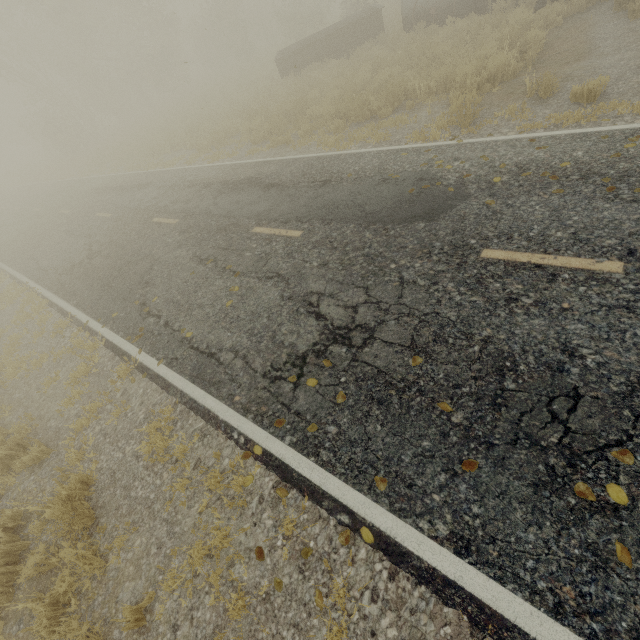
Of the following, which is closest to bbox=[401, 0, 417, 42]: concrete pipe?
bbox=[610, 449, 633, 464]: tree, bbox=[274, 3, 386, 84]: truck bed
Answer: bbox=[274, 3, 386, 84]: truck bed

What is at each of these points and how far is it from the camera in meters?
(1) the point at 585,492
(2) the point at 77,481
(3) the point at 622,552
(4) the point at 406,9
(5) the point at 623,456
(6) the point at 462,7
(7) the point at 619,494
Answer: (1) tree, 2.6 m
(2) tree, 4.6 m
(3) tree, 2.3 m
(4) concrete pipe, 14.5 m
(5) tree, 2.6 m
(6) concrete pipe, 13.7 m
(7) tree, 2.5 m

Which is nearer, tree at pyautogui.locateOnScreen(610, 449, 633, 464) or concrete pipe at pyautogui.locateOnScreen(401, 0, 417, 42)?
tree at pyautogui.locateOnScreen(610, 449, 633, 464)

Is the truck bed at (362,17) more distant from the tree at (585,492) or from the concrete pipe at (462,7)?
the tree at (585,492)

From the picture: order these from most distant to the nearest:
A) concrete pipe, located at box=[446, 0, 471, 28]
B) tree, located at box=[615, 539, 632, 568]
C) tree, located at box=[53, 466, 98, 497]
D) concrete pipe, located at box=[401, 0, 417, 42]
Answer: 1. concrete pipe, located at box=[401, 0, 417, 42]
2. concrete pipe, located at box=[446, 0, 471, 28]
3. tree, located at box=[53, 466, 98, 497]
4. tree, located at box=[615, 539, 632, 568]

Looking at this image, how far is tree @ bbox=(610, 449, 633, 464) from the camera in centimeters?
260cm

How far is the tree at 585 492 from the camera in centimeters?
256cm
